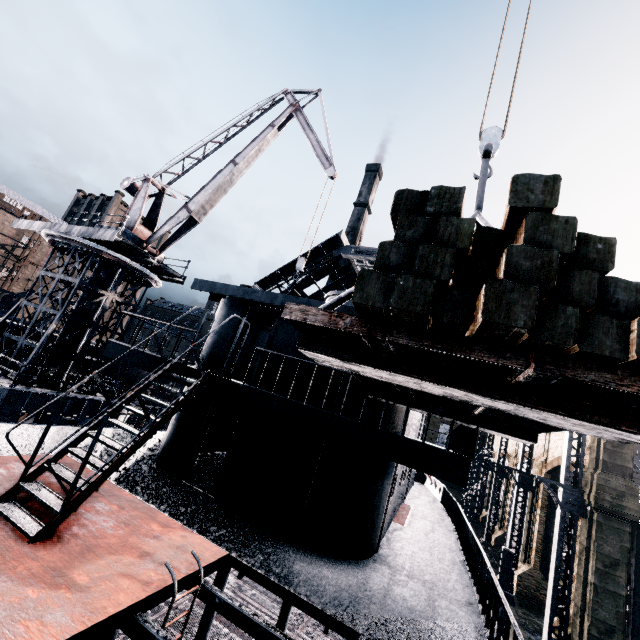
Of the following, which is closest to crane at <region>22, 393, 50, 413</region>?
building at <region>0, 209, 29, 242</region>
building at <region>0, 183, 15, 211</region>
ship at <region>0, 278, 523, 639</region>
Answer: ship at <region>0, 278, 523, 639</region>

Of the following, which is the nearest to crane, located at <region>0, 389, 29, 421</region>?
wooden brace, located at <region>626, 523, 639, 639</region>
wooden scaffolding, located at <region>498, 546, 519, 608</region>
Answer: wooden scaffolding, located at <region>498, 546, 519, 608</region>

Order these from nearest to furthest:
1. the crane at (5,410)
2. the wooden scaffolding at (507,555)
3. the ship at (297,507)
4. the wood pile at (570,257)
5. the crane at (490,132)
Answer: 1. the wood pile at (570,257)
2. the ship at (297,507)
3. the crane at (490,132)
4. the crane at (5,410)
5. the wooden scaffolding at (507,555)

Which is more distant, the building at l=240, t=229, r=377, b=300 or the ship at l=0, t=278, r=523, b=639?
the building at l=240, t=229, r=377, b=300

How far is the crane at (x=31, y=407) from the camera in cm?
1583

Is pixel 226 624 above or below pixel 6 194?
below

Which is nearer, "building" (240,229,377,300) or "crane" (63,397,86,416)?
"crane" (63,397,86,416)

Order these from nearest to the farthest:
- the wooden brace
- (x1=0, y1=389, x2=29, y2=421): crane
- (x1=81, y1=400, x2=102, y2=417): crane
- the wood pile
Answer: the wood pile, (x1=0, y1=389, x2=29, y2=421): crane, the wooden brace, (x1=81, y1=400, x2=102, y2=417): crane
